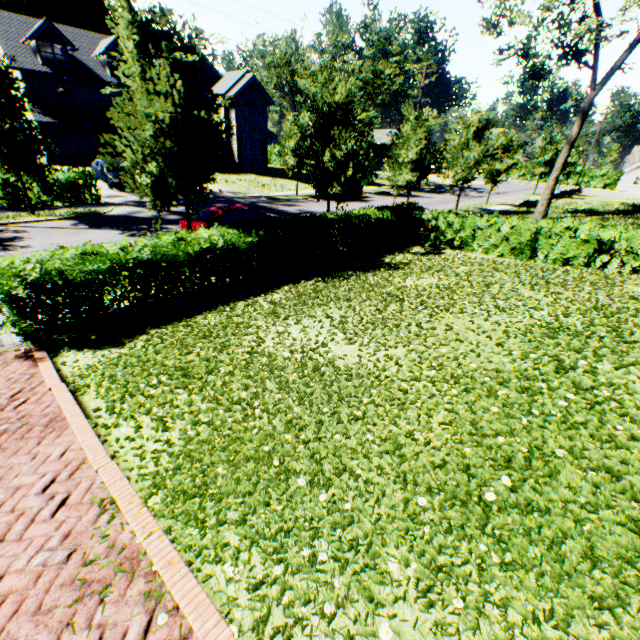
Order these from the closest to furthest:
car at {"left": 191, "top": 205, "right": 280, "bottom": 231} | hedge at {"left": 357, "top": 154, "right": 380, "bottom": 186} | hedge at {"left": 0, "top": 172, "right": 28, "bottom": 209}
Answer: car at {"left": 191, "top": 205, "right": 280, "bottom": 231} → hedge at {"left": 0, "top": 172, "right": 28, "bottom": 209} → hedge at {"left": 357, "top": 154, "right": 380, "bottom": 186}

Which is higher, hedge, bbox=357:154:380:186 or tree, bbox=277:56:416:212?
tree, bbox=277:56:416:212

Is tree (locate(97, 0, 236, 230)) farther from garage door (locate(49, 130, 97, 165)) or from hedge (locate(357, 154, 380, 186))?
garage door (locate(49, 130, 97, 165))

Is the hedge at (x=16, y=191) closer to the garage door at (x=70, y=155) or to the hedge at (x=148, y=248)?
the garage door at (x=70, y=155)

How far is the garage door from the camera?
28.5m

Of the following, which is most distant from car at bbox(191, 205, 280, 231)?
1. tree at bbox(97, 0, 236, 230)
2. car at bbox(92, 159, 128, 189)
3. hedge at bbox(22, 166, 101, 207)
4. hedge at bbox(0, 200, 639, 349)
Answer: car at bbox(92, 159, 128, 189)

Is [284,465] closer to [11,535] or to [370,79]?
[11,535]

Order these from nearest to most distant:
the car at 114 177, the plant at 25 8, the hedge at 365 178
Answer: the car at 114 177, the hedge at 365 178, the plant at 25 8
